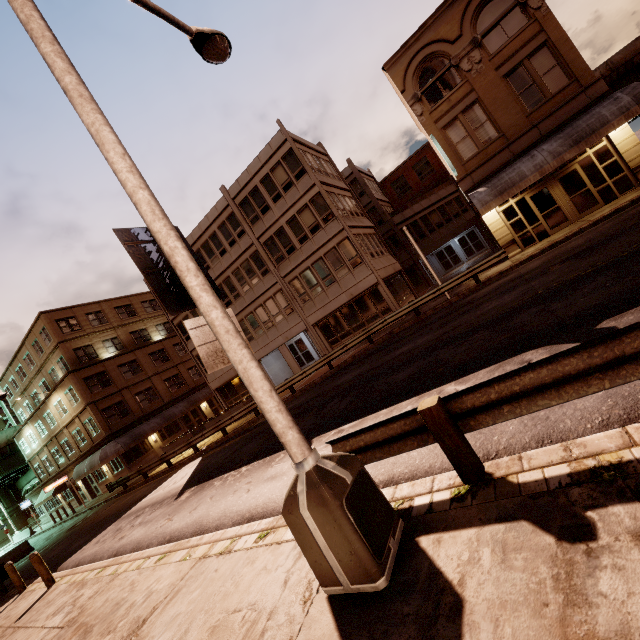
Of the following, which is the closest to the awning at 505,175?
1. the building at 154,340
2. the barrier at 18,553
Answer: the building at 154,340

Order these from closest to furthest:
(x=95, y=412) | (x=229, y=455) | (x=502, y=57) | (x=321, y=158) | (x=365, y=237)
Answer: (x=229, y=455) < (x=502, y=57) < (x=365, y=237) < (x=321, y=158) < (x=95, y=412)

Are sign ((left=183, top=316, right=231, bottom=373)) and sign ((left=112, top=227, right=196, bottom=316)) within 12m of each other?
yes

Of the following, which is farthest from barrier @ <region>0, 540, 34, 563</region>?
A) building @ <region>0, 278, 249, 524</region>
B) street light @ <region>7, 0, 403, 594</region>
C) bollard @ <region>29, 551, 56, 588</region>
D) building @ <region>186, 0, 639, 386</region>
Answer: street light @ <region>7, 0, 403, 594</region>

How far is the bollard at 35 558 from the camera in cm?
1034

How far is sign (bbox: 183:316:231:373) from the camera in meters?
3.5

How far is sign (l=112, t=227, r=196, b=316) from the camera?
3.4m

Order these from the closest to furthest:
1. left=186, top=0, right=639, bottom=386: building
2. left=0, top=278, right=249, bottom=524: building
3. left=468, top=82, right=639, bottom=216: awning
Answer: left=468, top=82, right=639, bottom=216: awning
left=186, top=0, right=639, bottom=386: building
left=0, top=278, right=249, bottom=524: building
